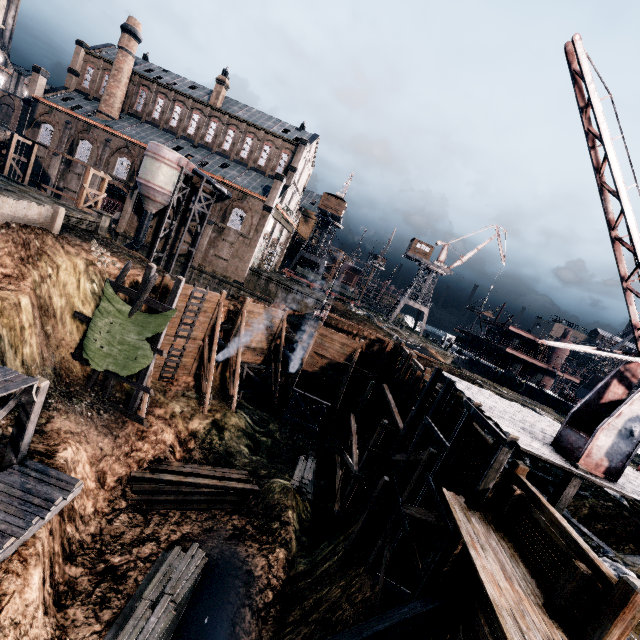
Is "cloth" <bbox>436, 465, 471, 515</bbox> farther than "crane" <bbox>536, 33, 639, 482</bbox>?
Yes

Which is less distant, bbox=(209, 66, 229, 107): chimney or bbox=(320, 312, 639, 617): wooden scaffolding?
bbox=(320, 312, 639, 617): wooden scaffolding

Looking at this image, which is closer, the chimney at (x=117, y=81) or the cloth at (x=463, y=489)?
the cloth at (x=463, y=489)

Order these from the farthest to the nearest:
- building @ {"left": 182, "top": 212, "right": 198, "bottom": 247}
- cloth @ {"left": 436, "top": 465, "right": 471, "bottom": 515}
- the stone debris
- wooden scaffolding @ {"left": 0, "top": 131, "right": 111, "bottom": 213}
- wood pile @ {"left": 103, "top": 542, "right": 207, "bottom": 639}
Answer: building @ {"left": 182, "top": 212, "right": 198, "bottom": 247}, wooden scaffolding @ {"left": 0, "top": 131, "right": 111, "bottom": 213}, wood pile @ {"left": 103, "top": 542, "right": 207, "bottom": 639}, cloth @ {"left": 436, "top": 465, "right": 471, "bottom": 515}, the stone debris

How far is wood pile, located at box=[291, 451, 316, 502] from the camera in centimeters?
2359cm

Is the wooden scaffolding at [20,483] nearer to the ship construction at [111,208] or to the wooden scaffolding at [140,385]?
the wooden scaffolding at [140,385]

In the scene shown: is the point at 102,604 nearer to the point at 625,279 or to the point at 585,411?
the point at 585,411

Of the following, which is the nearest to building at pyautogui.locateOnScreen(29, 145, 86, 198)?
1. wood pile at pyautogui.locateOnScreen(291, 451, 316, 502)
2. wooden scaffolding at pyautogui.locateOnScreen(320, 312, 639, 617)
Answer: wooden scaffolding at pyautogui.locateOnScreen(320, 312, 639, 617)
